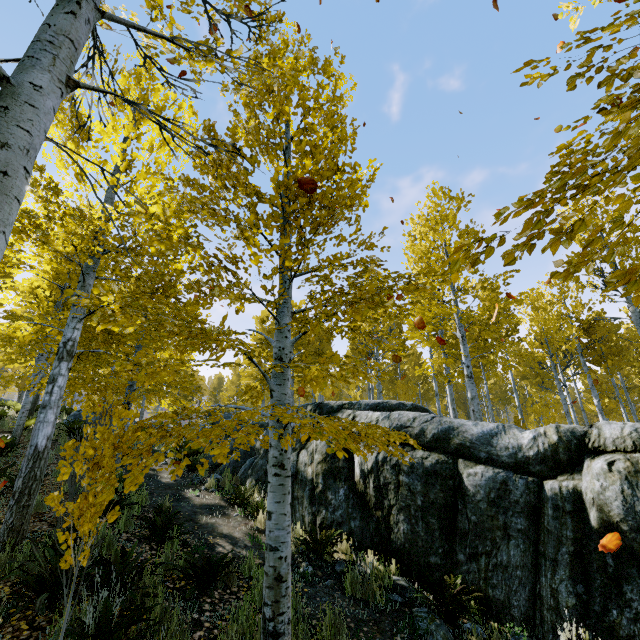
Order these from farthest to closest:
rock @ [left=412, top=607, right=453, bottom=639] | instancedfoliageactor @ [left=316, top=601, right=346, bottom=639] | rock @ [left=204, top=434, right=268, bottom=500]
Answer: rock @ [left=204, top=434, right=268, bottom=500] < rock @ [left=412, top=607, right=453, bottom=639] < instancedfoliageactor @ [left=316, top=601, right=346, bottom=639]

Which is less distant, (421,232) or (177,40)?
(177,40)

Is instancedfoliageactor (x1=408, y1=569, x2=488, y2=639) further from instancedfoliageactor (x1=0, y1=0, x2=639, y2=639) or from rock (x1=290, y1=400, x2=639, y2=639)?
instancedfoliageactor (x1=0, y1=0, x2=639, y2=639)

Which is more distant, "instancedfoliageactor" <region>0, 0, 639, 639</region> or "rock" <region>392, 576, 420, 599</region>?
"rock" <region>392, 576, 420, 599</region>

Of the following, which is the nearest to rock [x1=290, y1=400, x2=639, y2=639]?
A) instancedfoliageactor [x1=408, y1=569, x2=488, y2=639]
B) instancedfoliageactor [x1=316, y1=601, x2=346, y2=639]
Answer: instancedfoliageactor [x1=408, y1=569, x2=488, y2=639]

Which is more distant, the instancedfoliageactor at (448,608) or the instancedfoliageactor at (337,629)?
the instancedfoliageactor at (448,608)

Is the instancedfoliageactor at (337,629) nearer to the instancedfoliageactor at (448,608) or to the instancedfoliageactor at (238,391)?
the instancedfoliageactor at (238,391)

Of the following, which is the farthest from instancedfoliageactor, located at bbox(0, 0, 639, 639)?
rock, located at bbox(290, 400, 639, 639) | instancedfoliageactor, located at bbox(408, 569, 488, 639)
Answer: instancedfoliageactor, located at bbox(408, 569, 488, 639)
